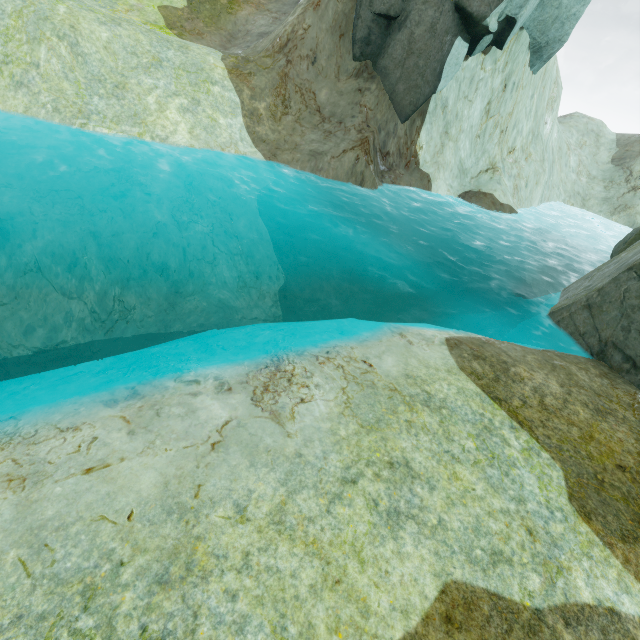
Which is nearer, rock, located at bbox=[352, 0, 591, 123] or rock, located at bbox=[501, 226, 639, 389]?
rock, located at bbox=[501, 226, 639, 389]

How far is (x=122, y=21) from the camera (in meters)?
14.94

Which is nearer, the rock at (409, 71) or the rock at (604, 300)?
the rock at (604, 300)

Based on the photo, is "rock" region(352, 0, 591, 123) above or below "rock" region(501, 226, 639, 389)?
above

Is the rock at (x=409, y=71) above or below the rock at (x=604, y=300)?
above
